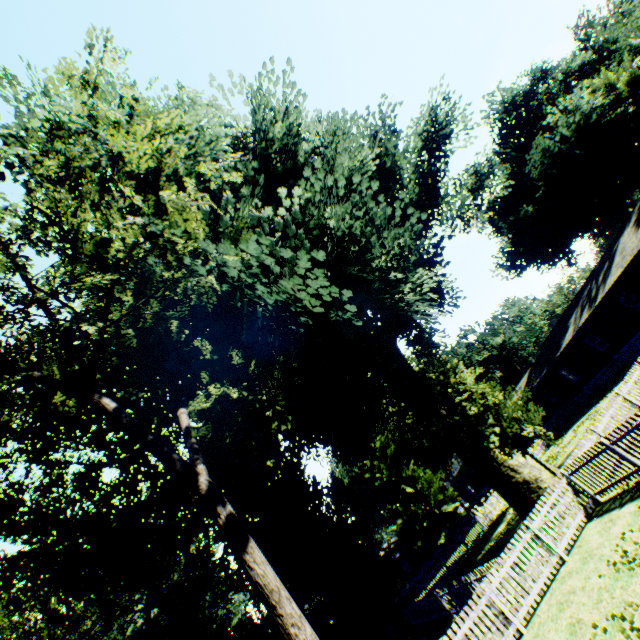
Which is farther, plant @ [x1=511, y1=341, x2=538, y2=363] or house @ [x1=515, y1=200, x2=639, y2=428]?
plant @ [x1=511, y1=341, x2=538, y2=363]

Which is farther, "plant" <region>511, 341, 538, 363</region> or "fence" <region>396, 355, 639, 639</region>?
"plant" <region>511, 341, 538, 363</region>

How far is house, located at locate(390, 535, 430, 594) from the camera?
49.1 meters

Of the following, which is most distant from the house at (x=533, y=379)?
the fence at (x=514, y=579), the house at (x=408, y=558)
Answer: the house at (x=408, y=558)

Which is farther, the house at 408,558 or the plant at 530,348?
the plant at 530,348

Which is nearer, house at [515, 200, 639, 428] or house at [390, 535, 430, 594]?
house at [515, 200, 639, 428]

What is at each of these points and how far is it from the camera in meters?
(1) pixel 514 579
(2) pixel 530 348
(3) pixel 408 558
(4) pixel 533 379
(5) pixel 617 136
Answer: (1) fence, 9.7 m
(2) plant, 58.9 m
(3) house, 51.0 m
(4) house, 42.0 m
(5) plant, 36.4 m

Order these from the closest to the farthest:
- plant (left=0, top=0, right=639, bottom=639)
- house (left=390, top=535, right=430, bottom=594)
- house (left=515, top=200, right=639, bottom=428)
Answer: plant (left=0, top=0, right=639, bottom=639) → house (left=515, top=200, right=639, bottom=428) → house (left=390, top=535, right=430, bottom=594)
